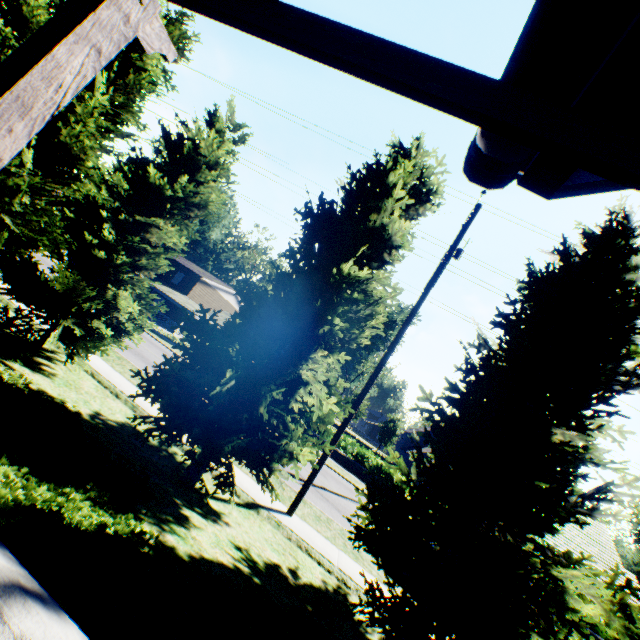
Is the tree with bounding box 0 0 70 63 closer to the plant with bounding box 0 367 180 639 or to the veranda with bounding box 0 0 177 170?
the plant with bounding box 0 367 180 639

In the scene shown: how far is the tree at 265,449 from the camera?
6.4m

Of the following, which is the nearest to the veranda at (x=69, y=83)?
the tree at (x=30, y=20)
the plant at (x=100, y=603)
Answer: the tree at (x=30, y=20)

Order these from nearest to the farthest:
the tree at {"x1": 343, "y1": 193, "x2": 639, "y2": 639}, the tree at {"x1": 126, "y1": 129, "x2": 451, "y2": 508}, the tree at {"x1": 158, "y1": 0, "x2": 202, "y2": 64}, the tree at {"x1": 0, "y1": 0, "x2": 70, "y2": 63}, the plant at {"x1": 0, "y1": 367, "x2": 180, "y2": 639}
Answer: the plant at {"x1": 0, "y1": 367, "x2": 180, "y2": 639}, the tree at {"x1": 343, "y1": 193, "x2": 639, "y2": 639}, the tree at {"x1": 126, "y1": 129, "x2": 451, "y2": 508}, the tree at {"x1": 0, "y1": 0, "x2": 70, "y2": 63}, the tree at {"x1": 158, "y1": 0, "x2": 202, "y2": 64}

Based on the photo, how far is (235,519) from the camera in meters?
7.4 m

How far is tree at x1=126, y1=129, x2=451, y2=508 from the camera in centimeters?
635cm

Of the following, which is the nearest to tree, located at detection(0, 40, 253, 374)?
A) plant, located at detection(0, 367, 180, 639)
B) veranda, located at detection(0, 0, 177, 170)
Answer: plant, located at detection(0, 367, 180, 639)
